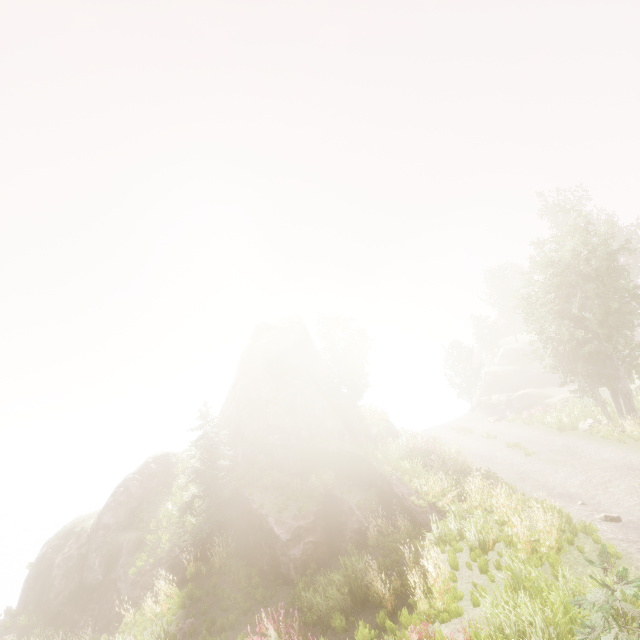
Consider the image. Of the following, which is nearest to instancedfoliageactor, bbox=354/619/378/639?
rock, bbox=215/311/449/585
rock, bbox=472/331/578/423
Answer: rock, bbox=215/311/449/585

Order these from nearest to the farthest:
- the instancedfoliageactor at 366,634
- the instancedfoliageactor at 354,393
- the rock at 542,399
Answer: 1. the instancedfoliageactor at 366,634
2. the instancedfoliageactor at 354,393
3. the rock at 542,399

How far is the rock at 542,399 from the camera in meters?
31.2

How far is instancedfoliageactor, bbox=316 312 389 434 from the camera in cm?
2861

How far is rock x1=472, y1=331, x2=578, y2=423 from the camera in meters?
31.2

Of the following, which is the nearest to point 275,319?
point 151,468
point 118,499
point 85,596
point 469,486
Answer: point 151,468
